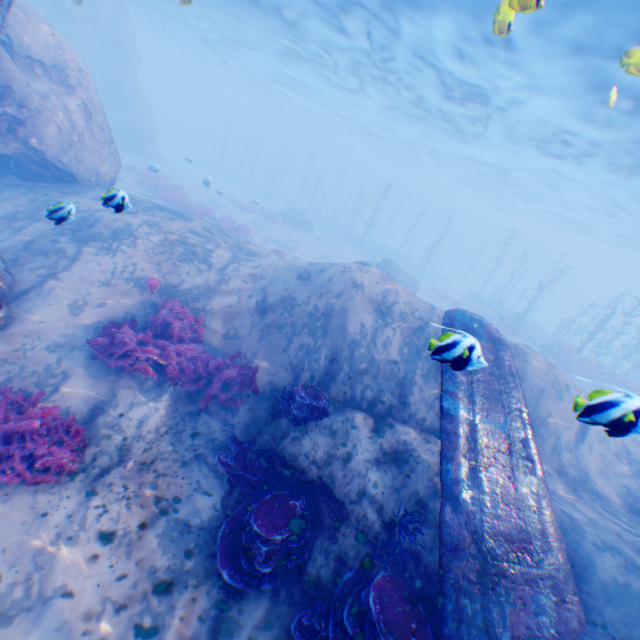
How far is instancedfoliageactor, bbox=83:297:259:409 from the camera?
6.65m

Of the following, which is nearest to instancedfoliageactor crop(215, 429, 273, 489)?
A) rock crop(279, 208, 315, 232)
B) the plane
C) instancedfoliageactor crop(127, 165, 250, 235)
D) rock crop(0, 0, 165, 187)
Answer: rock crop(0, 0, 165, 187)

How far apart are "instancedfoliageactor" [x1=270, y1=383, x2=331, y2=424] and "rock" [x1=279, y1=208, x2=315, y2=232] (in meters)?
27.28

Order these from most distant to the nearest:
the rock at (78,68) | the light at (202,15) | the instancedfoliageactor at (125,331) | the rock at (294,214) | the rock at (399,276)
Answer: the rock at (294,214)
the rock at (399,276)
the light at (202,15)
the rock at (78,68)
the instancedfoliageactor at (125,331)

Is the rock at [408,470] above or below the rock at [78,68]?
below

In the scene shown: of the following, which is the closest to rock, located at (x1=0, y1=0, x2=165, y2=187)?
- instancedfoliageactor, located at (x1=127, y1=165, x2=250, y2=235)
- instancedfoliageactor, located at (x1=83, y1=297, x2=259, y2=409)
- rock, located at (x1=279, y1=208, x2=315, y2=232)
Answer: instancedfoliageactor, located at (x1=83, y1=297, x2=259, y2=409)

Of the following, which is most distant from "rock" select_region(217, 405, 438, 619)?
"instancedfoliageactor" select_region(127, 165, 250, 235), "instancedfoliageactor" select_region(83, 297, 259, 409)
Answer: "instancedfoliageactor" select_region(127, 165, 250, 235)

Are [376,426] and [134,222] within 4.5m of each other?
no
